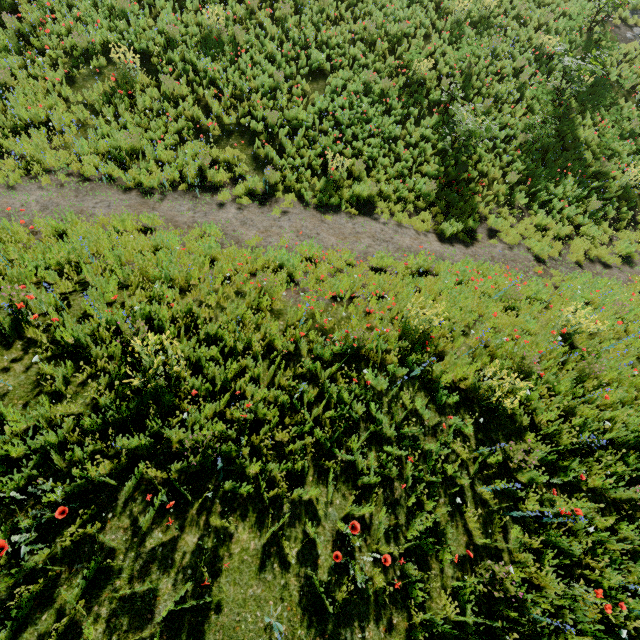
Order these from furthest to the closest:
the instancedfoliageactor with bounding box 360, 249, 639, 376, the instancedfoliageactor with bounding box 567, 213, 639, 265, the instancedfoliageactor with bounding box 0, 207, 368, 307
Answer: the instancedfoliageactor with bounding box 567, 213, 639, 265 < the instancedfoliageactor with bounding box 360, 249, 639, 376 < the instancedfoliageactor with bounding box 0, 207, 368, 307

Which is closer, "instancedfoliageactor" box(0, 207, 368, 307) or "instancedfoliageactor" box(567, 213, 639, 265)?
"instancedfoliageactor" box(0, 207, 368, 307)

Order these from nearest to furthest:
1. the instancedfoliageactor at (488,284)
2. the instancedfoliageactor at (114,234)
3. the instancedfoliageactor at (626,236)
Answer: the instancedfoliageactor at (114,234)
the instancedfoliageactor at (488,284)
the instancedfoliageactor at (626,236)

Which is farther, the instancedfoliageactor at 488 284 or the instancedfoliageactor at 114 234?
the instancedfoliageactor at 488 284

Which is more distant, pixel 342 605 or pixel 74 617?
pixel 342 605
